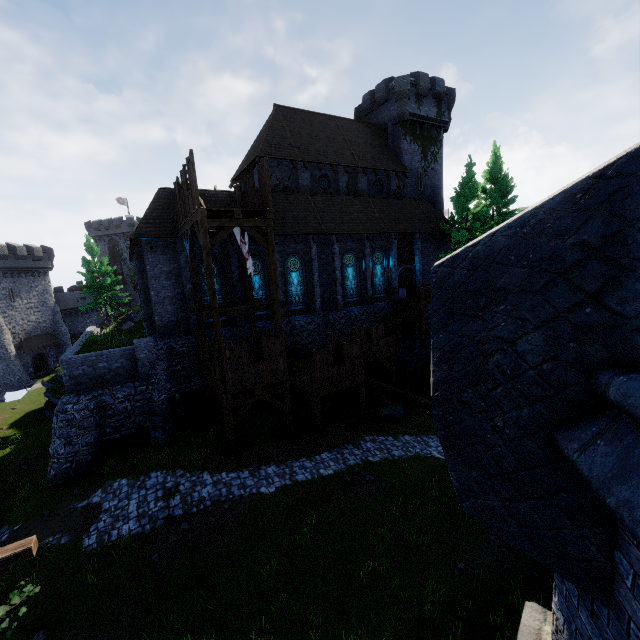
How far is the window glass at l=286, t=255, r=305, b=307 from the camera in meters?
23.2 m

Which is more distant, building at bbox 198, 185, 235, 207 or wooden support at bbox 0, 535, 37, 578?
building at bbox 198, 185, 235, 207

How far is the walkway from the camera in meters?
13.4

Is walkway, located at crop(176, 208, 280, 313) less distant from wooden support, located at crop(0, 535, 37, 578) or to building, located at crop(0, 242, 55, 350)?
wooden support, located at crop(0, 535, 37, 578)

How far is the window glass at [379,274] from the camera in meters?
Result: 27.2 m

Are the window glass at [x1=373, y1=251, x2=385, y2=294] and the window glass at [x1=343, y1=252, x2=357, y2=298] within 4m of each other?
yes

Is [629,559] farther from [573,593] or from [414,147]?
[414,147]

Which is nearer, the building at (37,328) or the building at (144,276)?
the building at (144,276)
